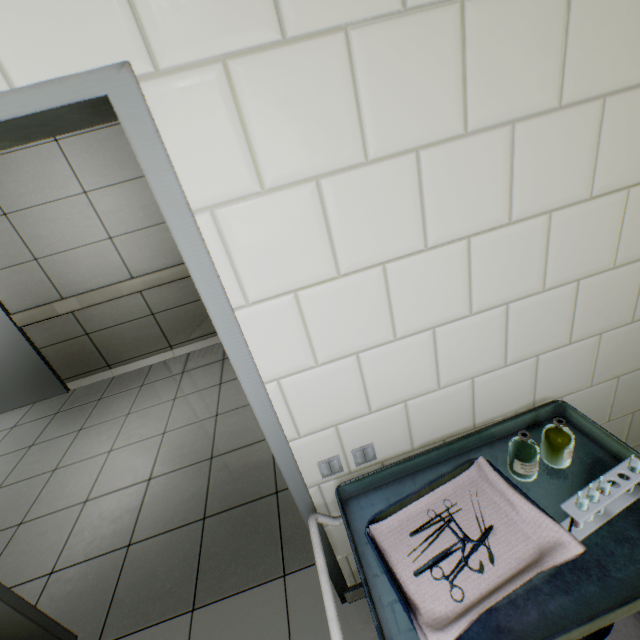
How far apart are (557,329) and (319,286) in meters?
0.9

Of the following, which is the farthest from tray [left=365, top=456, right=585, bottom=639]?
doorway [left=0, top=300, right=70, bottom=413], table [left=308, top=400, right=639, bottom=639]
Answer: doorway [left=0, top=300, right=70, bottom=413]

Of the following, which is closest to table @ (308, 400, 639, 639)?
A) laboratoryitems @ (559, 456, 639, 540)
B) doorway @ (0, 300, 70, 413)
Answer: laboratoryitems @ (559, 456, 639, 540)

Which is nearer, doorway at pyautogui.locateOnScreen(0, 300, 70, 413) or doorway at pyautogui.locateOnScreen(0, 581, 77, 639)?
doorway at pyautogui.locateOnScreen(0, 581, 77, 639)

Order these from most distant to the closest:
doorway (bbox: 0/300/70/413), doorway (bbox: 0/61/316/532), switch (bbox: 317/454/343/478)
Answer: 1. doorway (bbox: 0/300/70/413)
2. switch (bbox: 317/454/343/478)
3. doorway (bbox: 0/61/316/532)

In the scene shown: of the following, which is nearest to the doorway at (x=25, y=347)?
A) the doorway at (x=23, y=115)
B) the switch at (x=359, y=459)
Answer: the doorway at (x=23, y=115)

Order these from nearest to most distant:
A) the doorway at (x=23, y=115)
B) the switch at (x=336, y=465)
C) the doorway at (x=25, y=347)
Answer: the doorway at (x=23, y=115), the switch at (x=336, y=465), the doorway at (x=25, y=347)

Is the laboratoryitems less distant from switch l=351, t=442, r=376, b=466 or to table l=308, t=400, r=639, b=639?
table l=308, t=400, r=639, b=639
